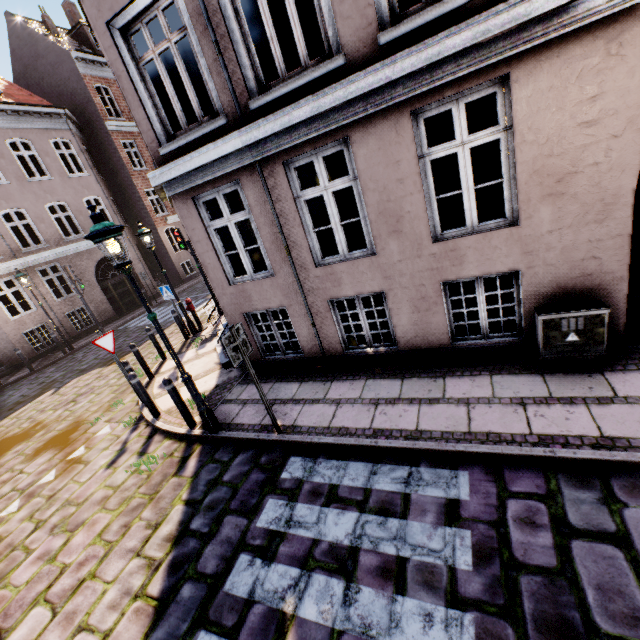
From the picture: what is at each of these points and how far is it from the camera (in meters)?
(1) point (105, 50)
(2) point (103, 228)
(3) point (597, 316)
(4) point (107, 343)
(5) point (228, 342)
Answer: (1) building, 5.21
(2) street light, 4.23
(3) electrical box, 4.23
(4) sign, 7.00
(5) sign, 4.42

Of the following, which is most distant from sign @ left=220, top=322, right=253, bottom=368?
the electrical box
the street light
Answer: the electrical box

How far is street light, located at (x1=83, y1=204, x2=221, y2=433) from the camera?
4.2 meters

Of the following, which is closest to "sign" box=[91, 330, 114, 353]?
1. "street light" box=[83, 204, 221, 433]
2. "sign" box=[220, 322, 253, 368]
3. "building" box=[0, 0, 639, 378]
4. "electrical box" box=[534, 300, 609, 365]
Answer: "building" box=[0, 0, 639, 378]

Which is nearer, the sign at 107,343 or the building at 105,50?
the building at 105,50

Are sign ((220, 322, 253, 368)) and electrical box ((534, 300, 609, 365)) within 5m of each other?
yes

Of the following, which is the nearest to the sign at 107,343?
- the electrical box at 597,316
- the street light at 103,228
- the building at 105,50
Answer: the building at 105,50

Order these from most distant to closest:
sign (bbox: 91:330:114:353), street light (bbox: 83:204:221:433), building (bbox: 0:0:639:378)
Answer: sign (bbox: 91:330:114:353) < street light (bbox: 83:204:221:433) < building (bbox: 0:0:639:378)
